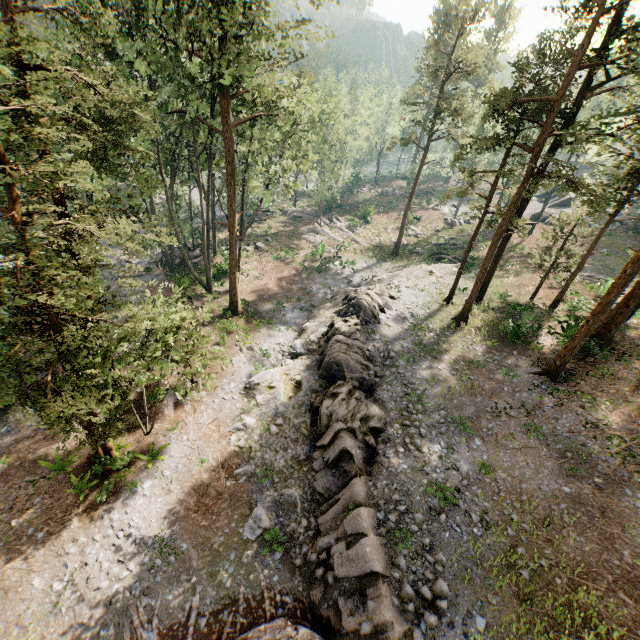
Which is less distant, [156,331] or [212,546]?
[212,546]

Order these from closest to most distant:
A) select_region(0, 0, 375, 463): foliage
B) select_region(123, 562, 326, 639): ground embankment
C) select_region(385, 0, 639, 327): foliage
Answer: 1. select_region(0, 0, 375, 463): foliage
2. select_region(123, 562, 326, 639): ground embankment
3. select_region(385, 0, 639, 327): foliage

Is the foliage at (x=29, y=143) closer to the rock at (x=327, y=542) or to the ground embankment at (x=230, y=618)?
the ground embankment at (x=230, y=618)

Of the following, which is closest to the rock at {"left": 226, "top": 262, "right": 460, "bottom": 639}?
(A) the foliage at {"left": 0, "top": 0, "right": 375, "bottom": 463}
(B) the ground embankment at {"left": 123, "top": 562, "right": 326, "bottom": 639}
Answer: (B) the ground embankment at {"left": 123, "top": 562, "right": 326, "bottom": 639}
